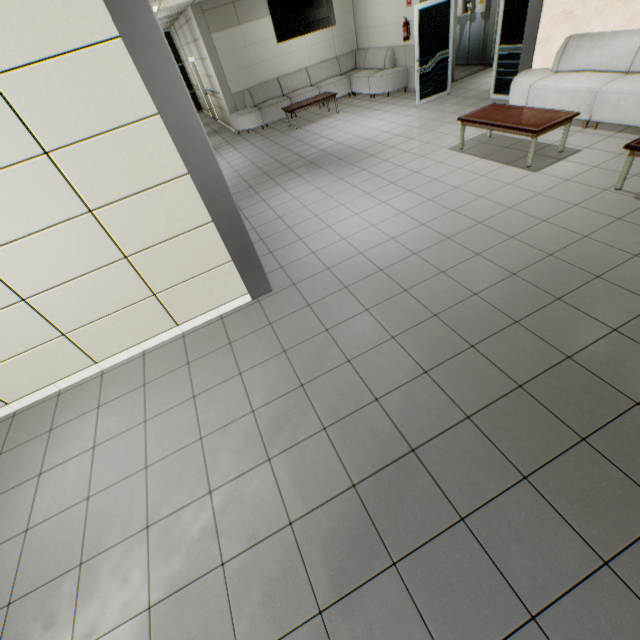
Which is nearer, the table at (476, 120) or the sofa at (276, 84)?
the table at (476, 120)

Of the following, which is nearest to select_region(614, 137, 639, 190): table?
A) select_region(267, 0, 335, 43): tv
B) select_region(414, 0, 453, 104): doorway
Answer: select_region(414, 0, 453, 104): doorway

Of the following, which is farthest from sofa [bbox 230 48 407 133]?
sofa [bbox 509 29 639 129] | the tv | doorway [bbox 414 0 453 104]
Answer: sofa [bbox 509 29 639 129]

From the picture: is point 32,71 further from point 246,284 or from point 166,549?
point 166,549

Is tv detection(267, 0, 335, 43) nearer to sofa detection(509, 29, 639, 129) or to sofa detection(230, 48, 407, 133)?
sofa detection(230, 48, 407, 133)

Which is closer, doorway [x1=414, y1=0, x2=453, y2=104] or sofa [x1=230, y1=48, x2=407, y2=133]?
doorway [x1=414, y1=0, x2=453, y2=104]

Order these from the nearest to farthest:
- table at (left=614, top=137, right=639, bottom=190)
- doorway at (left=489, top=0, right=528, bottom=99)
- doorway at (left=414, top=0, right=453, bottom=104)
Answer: table at (left=614, top=137, right=639, bottom=190), doorway at (left=489, top=0, right=528, bottom=99), doorway at (left=414, top=0, right=453, bottom=104)

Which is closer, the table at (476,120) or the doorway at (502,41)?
the table at (476,120)
